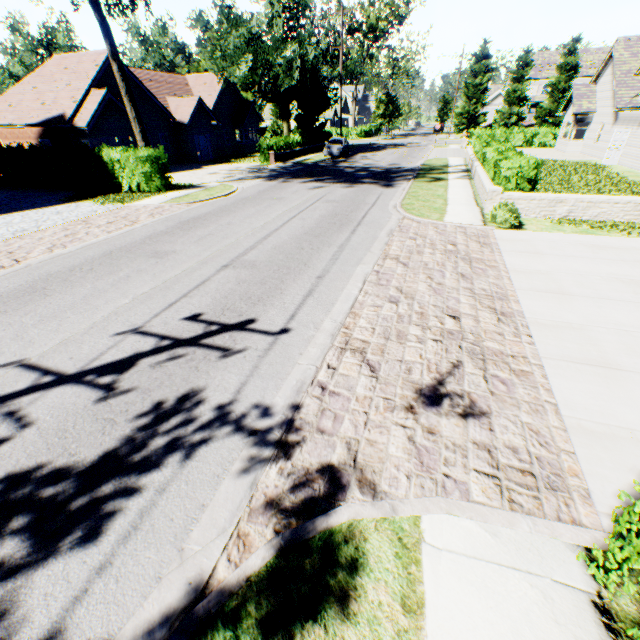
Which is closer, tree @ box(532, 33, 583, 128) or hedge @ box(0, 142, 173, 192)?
hedge @ box(0, 142, 173, 192)

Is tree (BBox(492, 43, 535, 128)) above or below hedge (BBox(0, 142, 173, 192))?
above

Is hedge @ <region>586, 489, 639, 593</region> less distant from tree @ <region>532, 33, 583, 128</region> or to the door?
tree @ <region>532, 33, 583, 128</region>

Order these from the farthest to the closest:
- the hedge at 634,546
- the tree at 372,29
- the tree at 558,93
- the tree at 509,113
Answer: the tree at 509,113
the tree at 558,93
the tree at 372,29
the hedge at 634,546

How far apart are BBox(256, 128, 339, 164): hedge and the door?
25.67m

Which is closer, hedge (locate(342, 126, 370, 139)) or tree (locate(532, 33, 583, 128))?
tree (locate(532, 33, 583, 128))

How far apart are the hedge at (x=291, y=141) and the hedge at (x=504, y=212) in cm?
2742

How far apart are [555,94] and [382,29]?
28.2m
